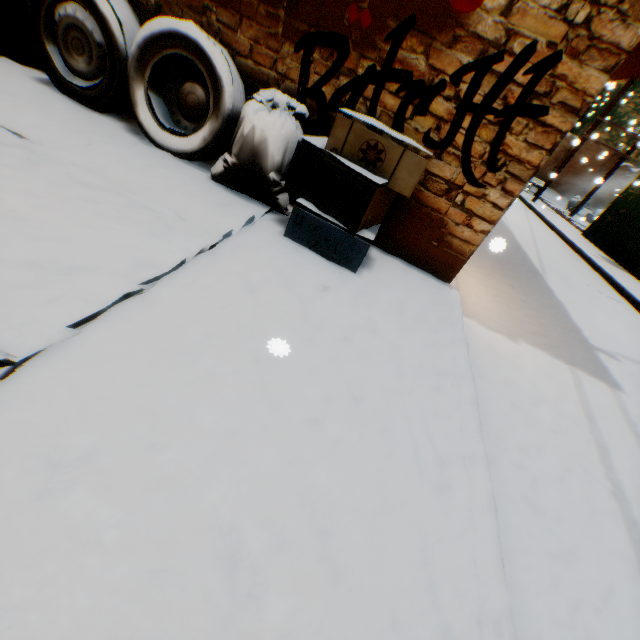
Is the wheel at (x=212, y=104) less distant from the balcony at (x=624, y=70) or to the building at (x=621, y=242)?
the building at (x=621, y=242)

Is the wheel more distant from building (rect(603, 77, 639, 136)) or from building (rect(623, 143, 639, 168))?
building (rect(603, 77, 639, 136))

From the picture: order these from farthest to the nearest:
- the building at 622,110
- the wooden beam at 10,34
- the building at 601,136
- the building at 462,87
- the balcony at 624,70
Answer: the building at 601,136 → the building at 622,110 → the balcony at 624,70 → the wooden beam at 10,34 → the building at 462,87

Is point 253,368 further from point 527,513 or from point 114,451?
point 527,513

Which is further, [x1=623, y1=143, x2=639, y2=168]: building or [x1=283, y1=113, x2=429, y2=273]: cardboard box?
[x1=623, y1=143, x2=639, y2=168]: building

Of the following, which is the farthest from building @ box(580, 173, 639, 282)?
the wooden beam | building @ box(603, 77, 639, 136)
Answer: building @ box(603, 77, 639, 136)

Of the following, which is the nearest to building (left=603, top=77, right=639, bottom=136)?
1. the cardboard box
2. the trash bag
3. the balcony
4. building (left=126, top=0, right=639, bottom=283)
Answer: building (left=126, top=0, right=639, bottom=283)

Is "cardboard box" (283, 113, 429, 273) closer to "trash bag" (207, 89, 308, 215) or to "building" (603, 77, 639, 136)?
"trash bag" (207, 89, 308, 215)
